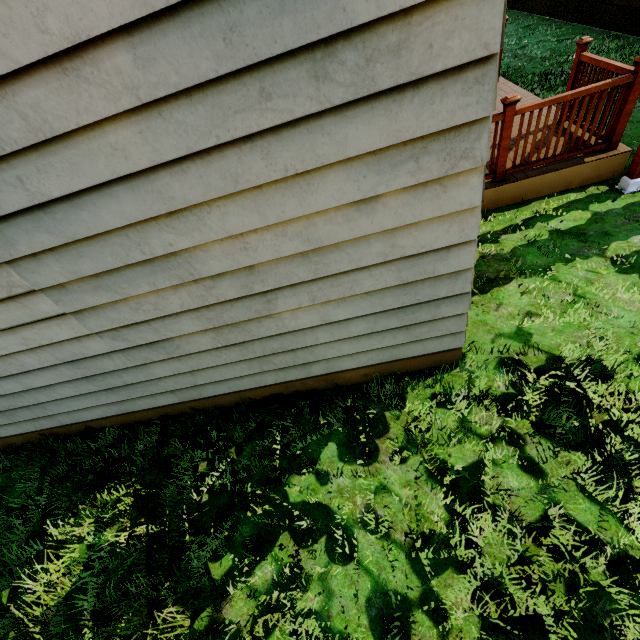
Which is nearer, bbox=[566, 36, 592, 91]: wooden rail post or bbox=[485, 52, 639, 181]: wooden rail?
bbox=[485, 52, 639, 181]: wooden rail

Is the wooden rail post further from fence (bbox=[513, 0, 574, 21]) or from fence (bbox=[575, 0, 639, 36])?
fence (bbox=[513, 0, 574, 21])

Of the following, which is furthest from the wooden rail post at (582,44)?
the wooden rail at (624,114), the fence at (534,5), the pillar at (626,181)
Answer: the fence at (534,5)

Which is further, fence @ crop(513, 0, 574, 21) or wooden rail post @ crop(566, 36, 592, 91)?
fence @ crop(513, 0, 574, 21)

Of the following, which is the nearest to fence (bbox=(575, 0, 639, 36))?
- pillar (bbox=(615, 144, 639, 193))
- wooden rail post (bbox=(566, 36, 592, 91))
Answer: wooden rail post (bbox=(566, 36, 592, 91))

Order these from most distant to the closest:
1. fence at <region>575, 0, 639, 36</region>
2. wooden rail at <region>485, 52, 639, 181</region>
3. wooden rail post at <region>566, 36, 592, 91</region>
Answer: fence at <region>575, 0, 639, 36</region> < wooden rail post at <region>566, 36, 592, 91</region> < wooden rail at <region>485, 52, 639, 181</region>

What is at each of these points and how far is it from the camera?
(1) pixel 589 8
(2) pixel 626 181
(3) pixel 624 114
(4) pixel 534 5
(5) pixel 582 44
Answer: (1) fence, 8.23m
(2) pillar, 4.20m
(3) wooden rail, 3.98m
(4) fence, 10.14m
(5) wooden rail post, 4.35m

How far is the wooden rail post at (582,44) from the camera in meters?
4.3 m
